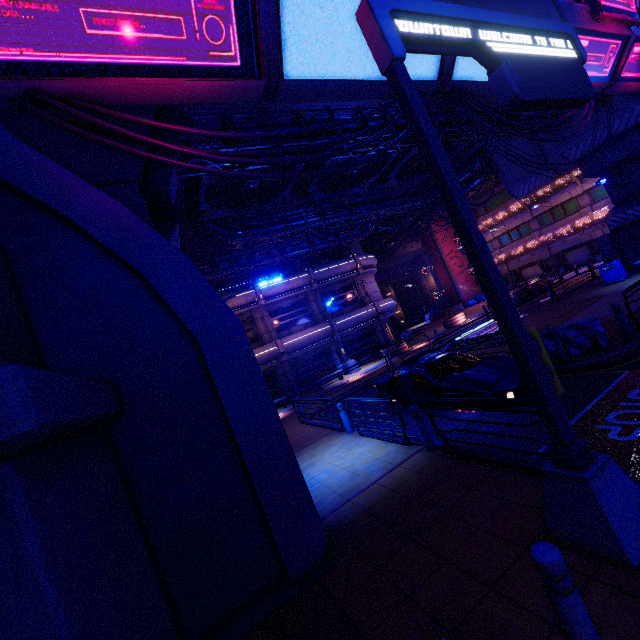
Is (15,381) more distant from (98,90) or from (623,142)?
(623,142)

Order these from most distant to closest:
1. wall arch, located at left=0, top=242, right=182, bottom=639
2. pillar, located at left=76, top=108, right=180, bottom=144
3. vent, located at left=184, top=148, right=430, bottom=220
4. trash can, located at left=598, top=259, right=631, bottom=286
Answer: trash can, located at left=598, top=259, right=631, bottom=286 → vent, located at left=184, top=148, right=430, bottom=220 → pillar, located at left=76, top=108, right=180, bottom=144 → wall arch, located at left=0, top=242, right=182, bottom=639

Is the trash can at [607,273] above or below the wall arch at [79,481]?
below

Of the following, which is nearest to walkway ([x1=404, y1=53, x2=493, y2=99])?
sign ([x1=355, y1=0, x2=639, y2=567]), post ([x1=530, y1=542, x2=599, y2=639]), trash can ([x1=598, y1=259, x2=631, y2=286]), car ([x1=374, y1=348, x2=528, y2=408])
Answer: sign ([x1=355, y1=0, x2=639, y2=567])

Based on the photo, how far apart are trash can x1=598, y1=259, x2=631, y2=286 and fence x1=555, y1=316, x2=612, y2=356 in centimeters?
1140cm

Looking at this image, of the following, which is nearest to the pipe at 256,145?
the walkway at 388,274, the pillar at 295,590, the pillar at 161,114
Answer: the pillar at 161,114

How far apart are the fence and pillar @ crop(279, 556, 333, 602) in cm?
880

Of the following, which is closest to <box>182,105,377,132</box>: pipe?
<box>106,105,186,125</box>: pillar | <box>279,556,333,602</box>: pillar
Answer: <box>106,105,186,125</box>: pillar
